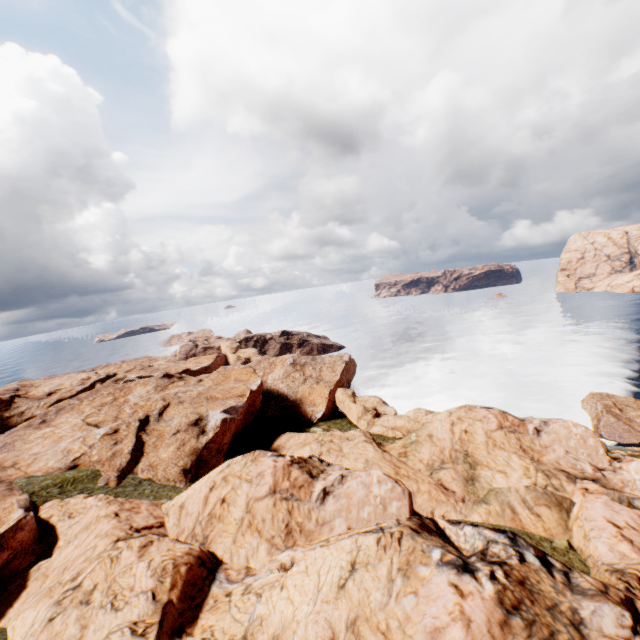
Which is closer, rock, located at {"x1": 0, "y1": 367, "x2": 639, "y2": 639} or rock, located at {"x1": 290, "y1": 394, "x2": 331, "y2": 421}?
rock, located at {"x1": 0, "y1": 367, "x2": 639, "y2": 639}

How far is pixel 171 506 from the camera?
25.5 meters

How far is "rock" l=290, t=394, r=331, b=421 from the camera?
57.1 meters

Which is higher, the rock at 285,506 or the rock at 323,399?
the rock at 285,506

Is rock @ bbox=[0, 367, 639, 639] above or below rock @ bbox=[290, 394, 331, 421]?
above

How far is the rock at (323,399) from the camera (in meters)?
57.06
